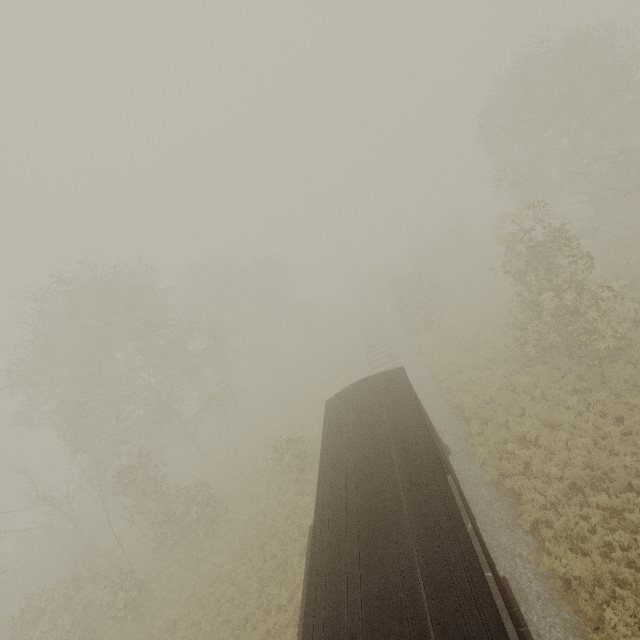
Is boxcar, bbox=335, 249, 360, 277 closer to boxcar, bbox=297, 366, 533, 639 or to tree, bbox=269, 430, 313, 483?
tree, bbox=269, 430, 313, 483

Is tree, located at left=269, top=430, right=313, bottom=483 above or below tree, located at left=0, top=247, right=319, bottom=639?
below

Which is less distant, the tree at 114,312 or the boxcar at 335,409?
the boxcar at 335,409

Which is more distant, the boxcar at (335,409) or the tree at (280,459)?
the tree at (280,459)

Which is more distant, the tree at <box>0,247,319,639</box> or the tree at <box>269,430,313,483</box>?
the tree at <box>269,430,313,483</box>

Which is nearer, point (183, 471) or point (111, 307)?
point (111, 307)

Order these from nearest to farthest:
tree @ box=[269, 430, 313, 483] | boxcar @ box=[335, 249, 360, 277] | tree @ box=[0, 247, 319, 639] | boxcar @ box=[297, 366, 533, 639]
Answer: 1. boxcar @ box=[297, 366, 533, 639]
2. tree @ box=[0, 247, 319, 639]
3. tree @ box=[269, 430, 313, 483]
4. boxcar @ box=[335, 249, 360, 277]

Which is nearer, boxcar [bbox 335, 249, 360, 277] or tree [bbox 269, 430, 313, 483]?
tree [bbox 269, 430, 313, 483]
